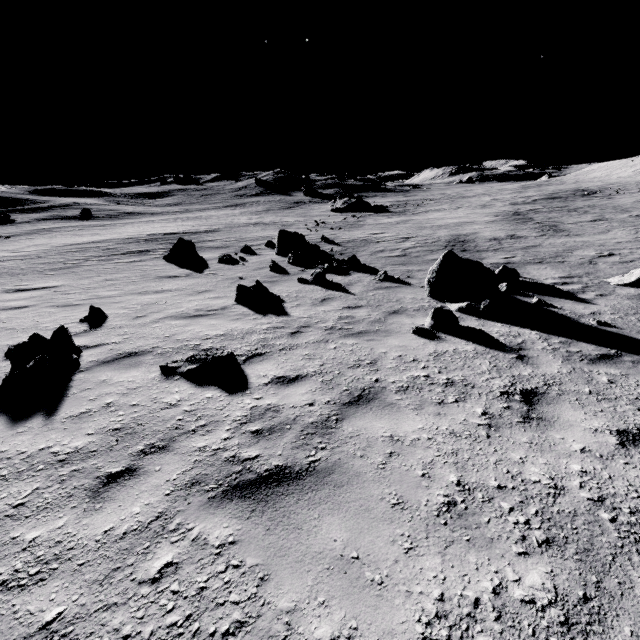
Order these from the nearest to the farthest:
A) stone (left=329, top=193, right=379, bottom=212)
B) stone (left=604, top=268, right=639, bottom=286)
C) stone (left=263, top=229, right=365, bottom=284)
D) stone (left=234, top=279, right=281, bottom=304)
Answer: stone (left=234, top=279, right=281, bottom=304) < stone (left=604, top=268, right=639, bottom=286) < stone (left=263, top=229, right=365, bottom=284) < stone (left=329, top=193, right=379, bottom=212)

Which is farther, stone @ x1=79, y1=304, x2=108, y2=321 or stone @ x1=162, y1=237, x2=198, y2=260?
stone @ x1=162, y1=237, x2=198, y2=260

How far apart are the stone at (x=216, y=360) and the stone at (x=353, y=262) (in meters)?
9.26

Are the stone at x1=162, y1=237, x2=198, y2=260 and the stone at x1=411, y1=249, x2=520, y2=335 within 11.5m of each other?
no

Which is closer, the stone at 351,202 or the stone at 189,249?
the stone at 189,249

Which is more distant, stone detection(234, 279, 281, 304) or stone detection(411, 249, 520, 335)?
stone detection(234, 279, 281, 304)

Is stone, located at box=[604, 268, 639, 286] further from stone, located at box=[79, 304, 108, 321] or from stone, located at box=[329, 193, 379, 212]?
stone, located at box=[329, 193, 379, 212]

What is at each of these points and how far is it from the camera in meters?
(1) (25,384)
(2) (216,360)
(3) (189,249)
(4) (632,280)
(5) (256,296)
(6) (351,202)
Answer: (1) stone, 4.3
(2) stone, 4.8
(3) stone, 16.9
(4) stone, 9.4
(5) stone, 8.9
(6) stone, 46.8
